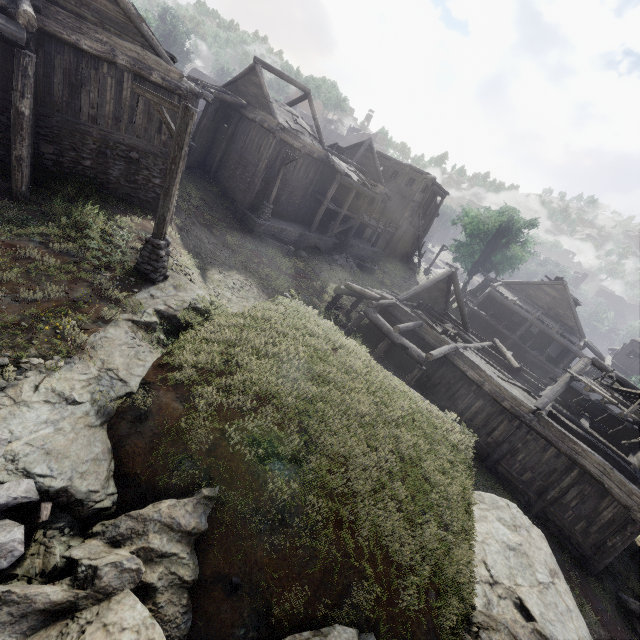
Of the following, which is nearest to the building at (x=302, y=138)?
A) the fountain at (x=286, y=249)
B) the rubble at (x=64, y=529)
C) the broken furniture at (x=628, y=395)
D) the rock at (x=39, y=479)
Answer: the broken furniture at (x=628, y=395)

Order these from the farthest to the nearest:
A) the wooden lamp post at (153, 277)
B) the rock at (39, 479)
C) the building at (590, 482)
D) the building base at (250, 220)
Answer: the building base at (250, 220) → the building at (590, 482) → the wooden lamp post at (153, 277) → the rock at (39, 479)

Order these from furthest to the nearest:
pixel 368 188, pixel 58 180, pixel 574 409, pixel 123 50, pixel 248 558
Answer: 1. pixel 368 188
2. pixel 574 409
3. pixel 58 180
4. pixel 123 50
5. pixel 248 558

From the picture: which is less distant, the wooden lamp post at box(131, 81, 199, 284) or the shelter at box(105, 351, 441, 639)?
the shelter at box(105, 351, 441, 639)

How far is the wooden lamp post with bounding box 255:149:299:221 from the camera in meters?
20.6

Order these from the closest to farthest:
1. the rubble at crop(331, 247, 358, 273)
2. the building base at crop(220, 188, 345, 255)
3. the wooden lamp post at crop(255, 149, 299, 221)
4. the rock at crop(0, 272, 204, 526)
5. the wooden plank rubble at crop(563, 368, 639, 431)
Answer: the rock at crop(0, 272, 204, 526), the wooden plank rubble at crop(563, 368, 639, 431), the wooden lamp post at crop(255, 149, 299, 221), the building base at crop(220, 188, 345, 255), the rubble at crop(331, 247, 358, 273)

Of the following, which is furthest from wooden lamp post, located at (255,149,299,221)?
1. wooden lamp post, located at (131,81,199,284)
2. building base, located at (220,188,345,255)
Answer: wooden lamp post, located at (131,81,199,284)

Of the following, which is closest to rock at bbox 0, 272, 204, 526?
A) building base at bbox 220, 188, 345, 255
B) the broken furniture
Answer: building base at bbox 220, 188, 345, 255
